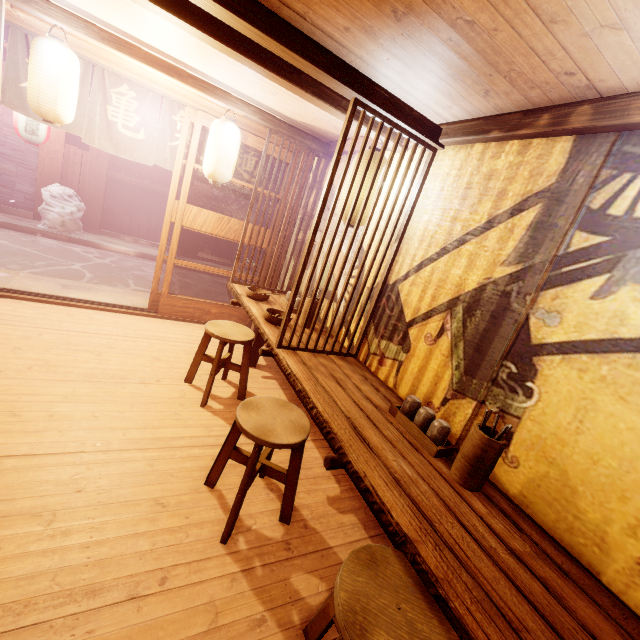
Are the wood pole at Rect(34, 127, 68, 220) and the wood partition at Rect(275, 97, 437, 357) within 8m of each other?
no

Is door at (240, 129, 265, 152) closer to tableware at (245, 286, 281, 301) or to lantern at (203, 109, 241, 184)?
lantern at (203, 109, 241, 184)

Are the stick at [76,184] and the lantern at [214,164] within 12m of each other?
yes

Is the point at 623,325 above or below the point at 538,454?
above

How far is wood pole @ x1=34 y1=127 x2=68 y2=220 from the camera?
13.1m

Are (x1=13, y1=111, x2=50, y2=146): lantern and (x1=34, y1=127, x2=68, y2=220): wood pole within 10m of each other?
yes

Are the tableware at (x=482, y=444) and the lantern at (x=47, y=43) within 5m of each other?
no

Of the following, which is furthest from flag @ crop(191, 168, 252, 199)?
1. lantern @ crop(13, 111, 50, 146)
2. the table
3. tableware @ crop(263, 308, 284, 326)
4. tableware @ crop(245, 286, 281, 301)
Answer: the table
